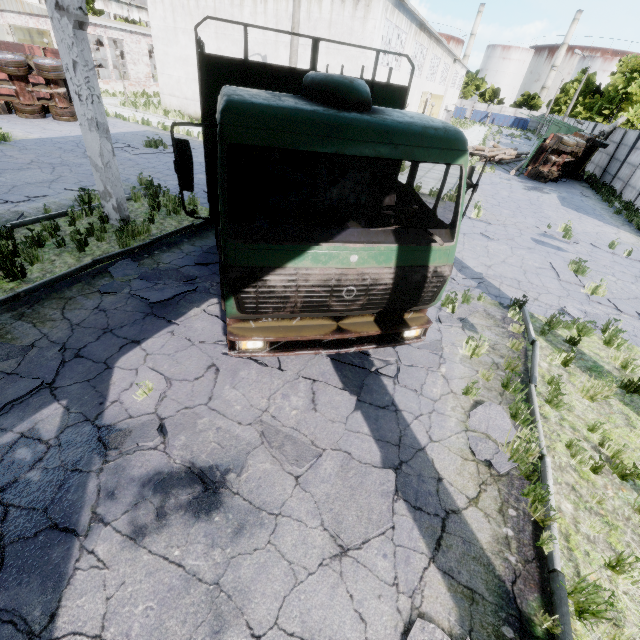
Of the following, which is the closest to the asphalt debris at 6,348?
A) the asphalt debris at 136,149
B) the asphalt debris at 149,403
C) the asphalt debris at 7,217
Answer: the asphalt debris at 149,403

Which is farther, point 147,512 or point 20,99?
point 20,99

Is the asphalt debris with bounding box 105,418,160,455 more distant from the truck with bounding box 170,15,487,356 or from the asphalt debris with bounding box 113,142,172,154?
the asphalt debris with bounding box 113,142,172,154

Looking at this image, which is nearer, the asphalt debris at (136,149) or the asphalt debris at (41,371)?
the asphalt debris at (41,371)

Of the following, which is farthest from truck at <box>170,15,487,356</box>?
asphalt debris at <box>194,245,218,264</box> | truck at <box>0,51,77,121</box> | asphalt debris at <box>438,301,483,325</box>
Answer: truck at <box>0,51,77,121</box>

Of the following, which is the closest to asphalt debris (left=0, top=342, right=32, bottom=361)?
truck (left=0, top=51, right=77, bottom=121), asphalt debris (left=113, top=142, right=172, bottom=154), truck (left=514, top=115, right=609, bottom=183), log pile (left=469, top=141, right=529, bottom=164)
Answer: asphalt debris (left=113, top=142, right=172, bottom=154)

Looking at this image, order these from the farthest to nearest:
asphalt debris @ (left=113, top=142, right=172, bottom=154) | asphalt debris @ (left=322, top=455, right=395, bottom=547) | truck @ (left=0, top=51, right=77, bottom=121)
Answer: truck @ (left=0, top=51, right=77, bottom=121) < asphalt debris @ (left=113, top=142, right=172, bottom=154) < asphalt debris @ (left=322, top=455, right=395, bottom=547)

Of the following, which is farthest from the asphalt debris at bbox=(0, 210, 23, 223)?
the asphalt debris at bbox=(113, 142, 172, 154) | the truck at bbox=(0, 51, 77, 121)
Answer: the truck at bbox=(0, 51, 77, 121)
